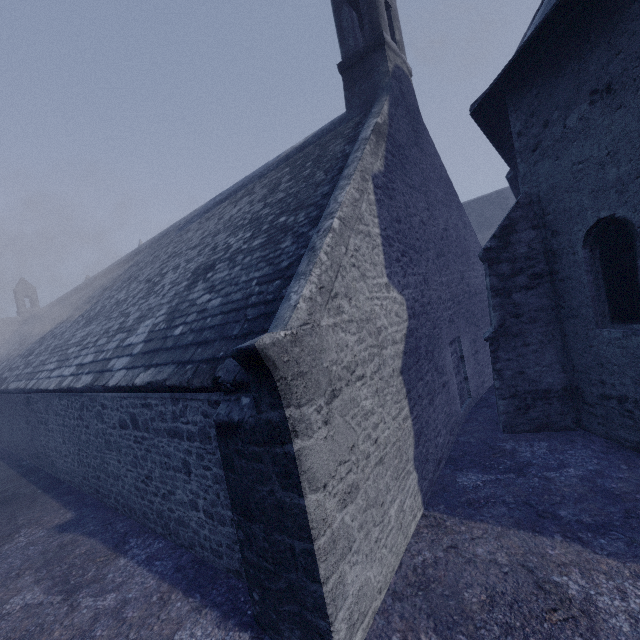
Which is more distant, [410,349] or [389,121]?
[389,121]
